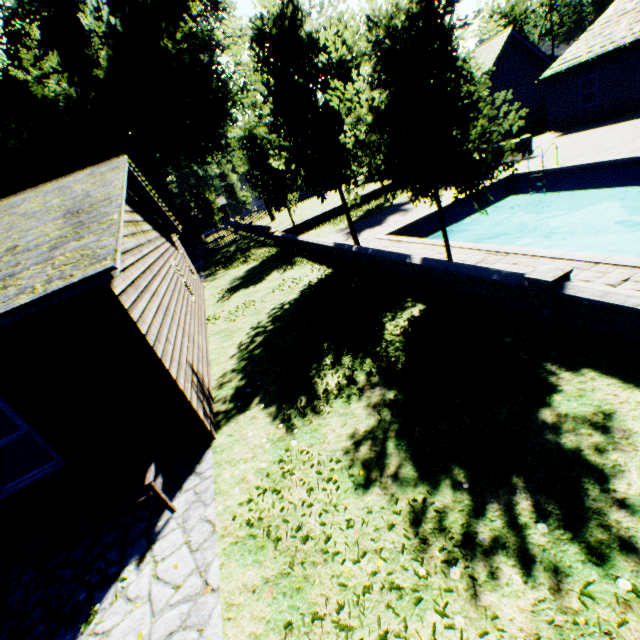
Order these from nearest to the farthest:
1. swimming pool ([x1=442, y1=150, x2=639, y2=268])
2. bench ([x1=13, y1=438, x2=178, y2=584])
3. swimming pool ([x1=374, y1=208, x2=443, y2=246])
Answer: bench ([x1=13, y1=438, x2=178, y2=584]), swimming pool ([x1=442, y1=150, x2=639, y2=268]), swimming pool ([x1=374, y1=208, x2=443, y2=246])

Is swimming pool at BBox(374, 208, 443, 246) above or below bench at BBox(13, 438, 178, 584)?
below

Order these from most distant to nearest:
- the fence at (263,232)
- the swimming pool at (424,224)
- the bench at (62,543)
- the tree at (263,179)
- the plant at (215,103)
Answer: the fence at (263,232) → the plant at (215,103) → the swimming pool at (424,224) → the tree at (263,179) → the bench at (62,543)

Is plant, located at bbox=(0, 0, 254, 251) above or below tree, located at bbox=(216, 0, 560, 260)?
above

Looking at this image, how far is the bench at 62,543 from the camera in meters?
4.4

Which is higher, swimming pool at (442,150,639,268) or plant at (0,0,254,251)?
plant at (0,0,254,251)

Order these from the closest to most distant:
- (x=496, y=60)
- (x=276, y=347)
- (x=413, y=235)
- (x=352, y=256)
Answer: (x=276, y=347), (x=352, y=256), (x=413, y=235), (x=496, y=60)

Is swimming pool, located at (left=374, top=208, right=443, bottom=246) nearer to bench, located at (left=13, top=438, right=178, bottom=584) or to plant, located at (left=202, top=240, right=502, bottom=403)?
plant, located at (left=202, top=240, right=502, bottom=403)
